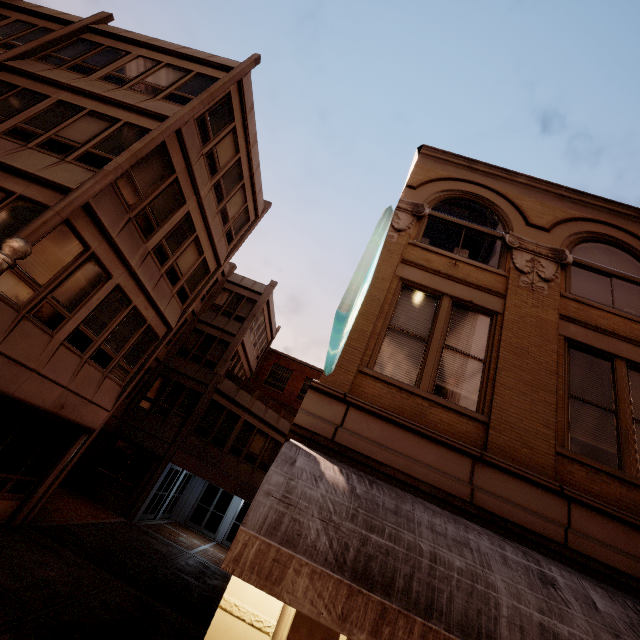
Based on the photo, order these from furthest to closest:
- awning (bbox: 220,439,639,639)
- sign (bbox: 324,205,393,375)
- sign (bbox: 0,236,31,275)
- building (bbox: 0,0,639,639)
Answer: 1. building (bbox: 0,0,639,639)
2. sign (bbox: 324,205,393,375)
3. sign (bbox: 0,236,31,275)
4. awning (bbox: 220,439,639,639)

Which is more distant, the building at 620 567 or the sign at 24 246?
the building at 620 567

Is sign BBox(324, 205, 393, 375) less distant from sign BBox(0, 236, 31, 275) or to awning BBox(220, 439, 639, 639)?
awning BBox(220, 439, 639, 639)

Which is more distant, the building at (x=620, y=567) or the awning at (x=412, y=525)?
the building at (x=620, y=567)

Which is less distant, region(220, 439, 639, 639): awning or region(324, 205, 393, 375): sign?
region(220, 439, 639, 639): awning

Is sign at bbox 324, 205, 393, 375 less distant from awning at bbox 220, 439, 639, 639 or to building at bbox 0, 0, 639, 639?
building at bbox 0, 0, 639, 639

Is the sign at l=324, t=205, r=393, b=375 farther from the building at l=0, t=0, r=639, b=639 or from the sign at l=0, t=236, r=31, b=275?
the sign at l=0, t=236, r=31, b=275

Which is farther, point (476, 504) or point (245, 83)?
point (245, 83)
